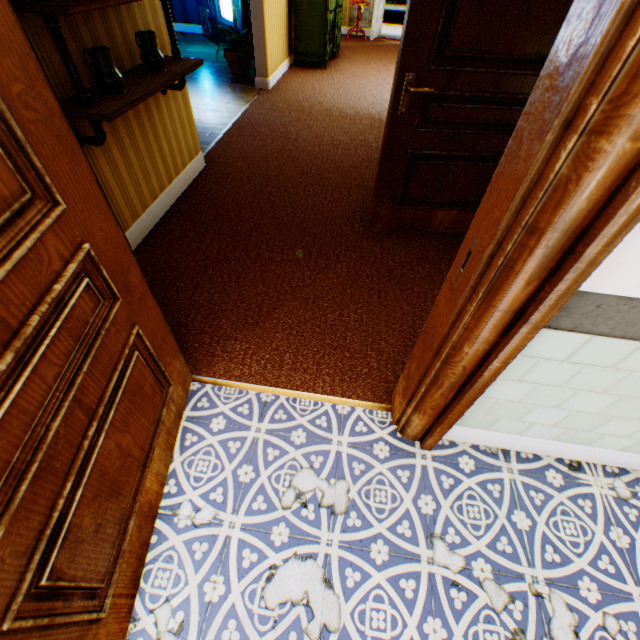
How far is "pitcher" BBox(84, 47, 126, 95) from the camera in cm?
183

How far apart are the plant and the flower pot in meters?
0.0

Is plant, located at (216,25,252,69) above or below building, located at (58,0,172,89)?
below

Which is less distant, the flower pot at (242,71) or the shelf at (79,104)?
the shelf at (79,104)

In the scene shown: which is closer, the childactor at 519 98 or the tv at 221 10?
the childactor at 519 98

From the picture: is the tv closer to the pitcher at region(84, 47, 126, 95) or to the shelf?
the shelf

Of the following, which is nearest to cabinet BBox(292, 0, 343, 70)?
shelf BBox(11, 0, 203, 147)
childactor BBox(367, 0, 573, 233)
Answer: shelf BBox(11, 0, 203, 147)

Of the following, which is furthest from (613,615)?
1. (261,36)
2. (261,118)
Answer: (261,36)
